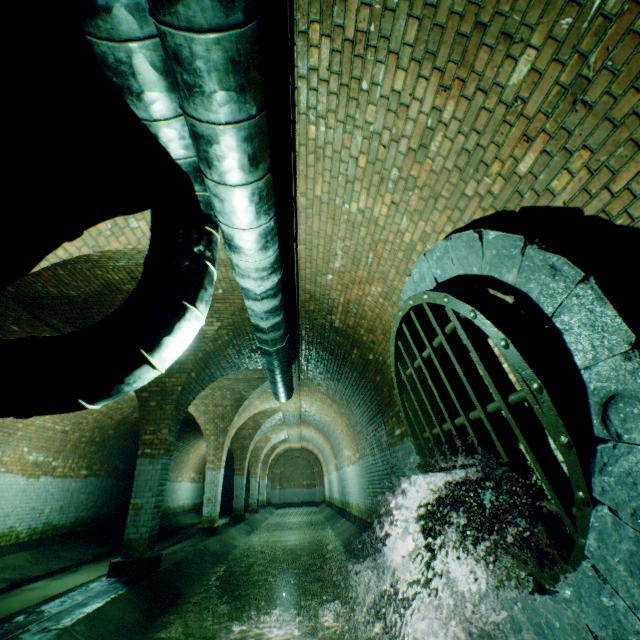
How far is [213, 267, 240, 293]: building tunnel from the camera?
5.2m

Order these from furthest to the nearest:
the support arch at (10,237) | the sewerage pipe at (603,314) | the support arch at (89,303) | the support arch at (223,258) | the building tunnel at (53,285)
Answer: the support arch at (89,303)
the building tunnel at (53,285)
the support arch at (223,258)
the support arch at (10,237)
the sewerage pipe at (603,314)

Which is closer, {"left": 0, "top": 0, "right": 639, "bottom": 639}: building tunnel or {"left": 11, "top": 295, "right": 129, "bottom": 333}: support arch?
{"left": 0, "top": 0, "right": 639, "bottom": 639}: building tunnel

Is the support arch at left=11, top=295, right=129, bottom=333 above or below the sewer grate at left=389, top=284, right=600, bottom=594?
above

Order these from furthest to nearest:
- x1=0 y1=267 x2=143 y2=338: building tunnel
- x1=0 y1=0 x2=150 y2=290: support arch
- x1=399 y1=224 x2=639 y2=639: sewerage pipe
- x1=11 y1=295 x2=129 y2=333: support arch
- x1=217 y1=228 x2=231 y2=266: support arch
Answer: x1=11 y1=295 x2=129 y2=333: support arch
x1=0 y1=267 x2=143 y2=338: building tunnel
x1=217 y1=228 x2=231 y2=266: support arch
x1=0 y1=0 x2=150 y2=290: support arch
x1=399 y1=224 x2=639 y2=639: sewerage pipe

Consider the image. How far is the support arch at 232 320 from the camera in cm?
582

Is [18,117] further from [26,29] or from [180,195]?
[180,195]

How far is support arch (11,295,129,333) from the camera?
5.70m
